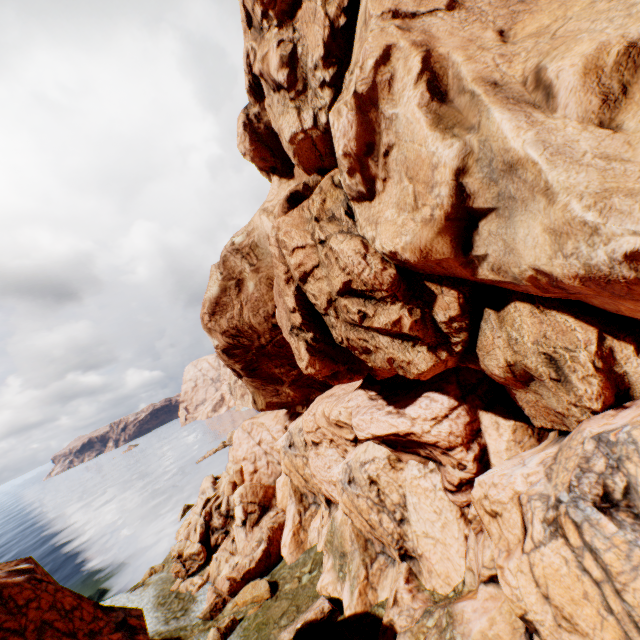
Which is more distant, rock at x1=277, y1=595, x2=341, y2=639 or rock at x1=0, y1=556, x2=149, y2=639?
rock at x1=277, y1=595, x2=341, y2=639

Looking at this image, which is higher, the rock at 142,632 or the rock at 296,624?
the rock at 142,632

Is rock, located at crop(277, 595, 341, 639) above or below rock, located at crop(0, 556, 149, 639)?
below

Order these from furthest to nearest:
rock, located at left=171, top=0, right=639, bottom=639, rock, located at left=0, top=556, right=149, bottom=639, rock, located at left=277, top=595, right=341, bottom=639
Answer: rock, located at left=277, top=595, right=341, bottom=639, rock, located at left=0, top=556, right=149, bottom=639, rock, located at left=171, top=0, right=639, bottom=639

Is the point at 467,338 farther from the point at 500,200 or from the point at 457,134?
the point at 457,134
